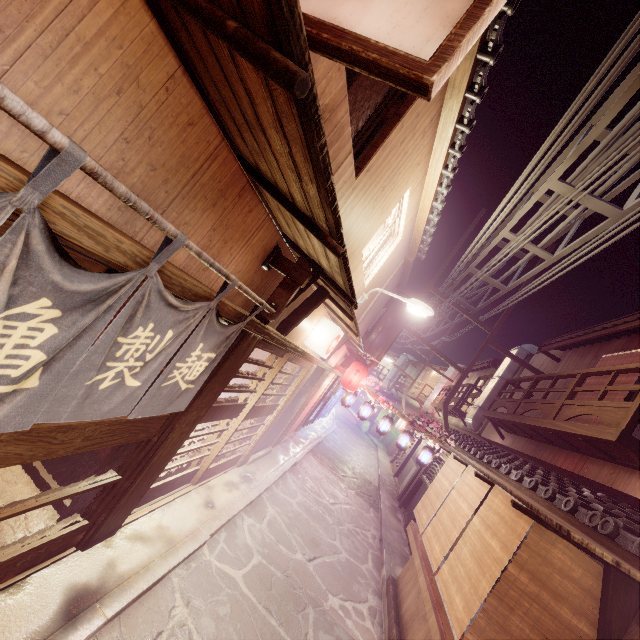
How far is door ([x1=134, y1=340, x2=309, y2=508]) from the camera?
8.2 meters

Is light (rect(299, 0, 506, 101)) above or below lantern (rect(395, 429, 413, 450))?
above

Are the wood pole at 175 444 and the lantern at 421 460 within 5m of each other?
no

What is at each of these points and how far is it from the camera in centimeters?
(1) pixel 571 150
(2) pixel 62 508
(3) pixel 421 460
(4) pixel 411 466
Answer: (1) z, 1034cm
(2) building, 643cm
(3) lantern, 2025cm
(4) foundation, 3006cm

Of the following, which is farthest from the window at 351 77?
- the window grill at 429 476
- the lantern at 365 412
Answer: the window grill at 429 476

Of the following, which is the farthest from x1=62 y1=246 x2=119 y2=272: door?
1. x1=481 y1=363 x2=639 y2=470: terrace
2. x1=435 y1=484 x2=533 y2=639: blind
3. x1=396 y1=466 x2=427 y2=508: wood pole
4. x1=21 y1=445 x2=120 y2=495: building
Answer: x1=396 y1=466 x2=427 y2=508: wood pole

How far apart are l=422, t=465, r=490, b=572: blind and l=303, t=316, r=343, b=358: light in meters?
6.3

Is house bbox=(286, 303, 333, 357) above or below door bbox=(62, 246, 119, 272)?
above
